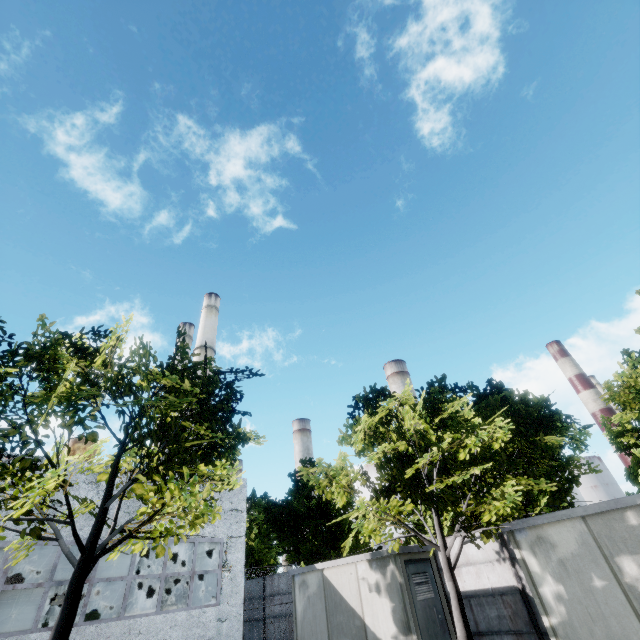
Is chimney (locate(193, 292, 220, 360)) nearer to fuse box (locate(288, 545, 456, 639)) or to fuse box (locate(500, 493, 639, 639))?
fuse box (locate(288, 545, 456, 639))

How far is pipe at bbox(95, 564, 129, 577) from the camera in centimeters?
2036cm

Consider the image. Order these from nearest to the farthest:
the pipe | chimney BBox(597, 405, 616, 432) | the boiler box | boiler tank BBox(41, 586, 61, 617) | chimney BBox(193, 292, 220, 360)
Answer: the boiler box → boiler tank BBox(41, 586, 61, 617) → the pipe → chimney BBox(193, 292, 220, 360) → chimney BBox(597, 405, 616, 432)

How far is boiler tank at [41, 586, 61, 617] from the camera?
17.3 meters

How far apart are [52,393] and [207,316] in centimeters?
3153cm

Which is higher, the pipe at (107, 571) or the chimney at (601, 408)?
the chimney at (601, 408)

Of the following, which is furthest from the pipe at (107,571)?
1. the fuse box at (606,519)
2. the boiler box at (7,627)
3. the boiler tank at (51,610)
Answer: the fuse box at (606,519)

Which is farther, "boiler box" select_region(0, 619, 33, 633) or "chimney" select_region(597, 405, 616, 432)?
"chimney" select_region(597, 405, 616, 432)
